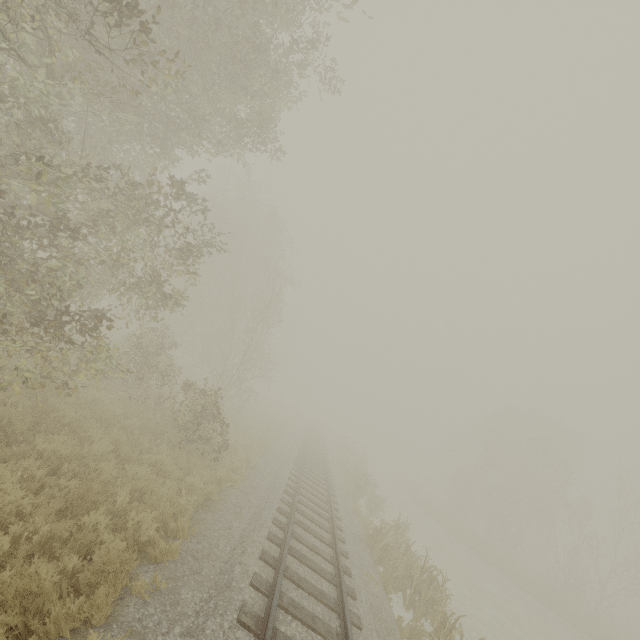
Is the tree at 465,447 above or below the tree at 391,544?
above

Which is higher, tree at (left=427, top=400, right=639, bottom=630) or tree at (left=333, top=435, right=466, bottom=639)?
tree at (left=427, top=400, right=639, bottom=630)

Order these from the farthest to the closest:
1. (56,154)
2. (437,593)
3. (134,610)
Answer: (437,593) < (56,154) < (134,610)

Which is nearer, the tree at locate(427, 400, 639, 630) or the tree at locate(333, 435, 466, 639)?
the tree at locate(333, 435, 466, 639)

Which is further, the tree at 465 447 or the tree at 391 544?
the tree at 465 447
